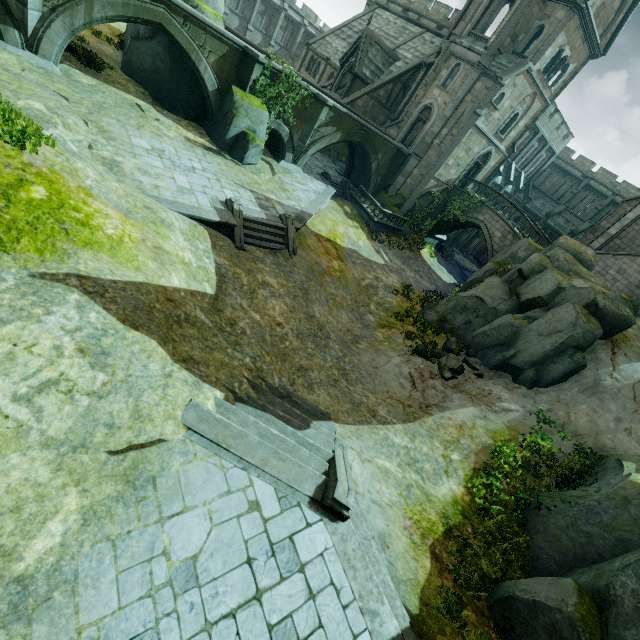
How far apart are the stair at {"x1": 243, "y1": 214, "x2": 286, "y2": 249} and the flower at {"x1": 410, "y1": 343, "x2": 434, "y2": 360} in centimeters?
794cm

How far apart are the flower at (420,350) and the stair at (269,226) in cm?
794

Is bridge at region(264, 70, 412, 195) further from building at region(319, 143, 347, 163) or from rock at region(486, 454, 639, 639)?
rock at region(486, 454, 639, 639)

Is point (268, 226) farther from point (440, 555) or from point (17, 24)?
point (440, 555)

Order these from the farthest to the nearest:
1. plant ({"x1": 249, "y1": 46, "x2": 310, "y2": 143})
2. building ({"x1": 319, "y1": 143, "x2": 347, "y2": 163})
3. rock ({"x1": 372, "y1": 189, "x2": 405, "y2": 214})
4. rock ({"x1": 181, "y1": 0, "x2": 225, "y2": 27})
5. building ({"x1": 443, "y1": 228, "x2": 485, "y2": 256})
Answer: building ({"x1": 443, "y1": 228, "x2": 485, "y2": 256}), building ({"x1": 319, "y1": 143, "x2": 347, "y2": 163}), rock ({"x1": 372, "y1": 189, "x2": 405, "y2": 214}), plant ({"x1": 249, "y1": 46, "x2": 310, "y2": 143}), rock ({"x1": 181, "y1": 0, "x2": 225, "y2": 27})

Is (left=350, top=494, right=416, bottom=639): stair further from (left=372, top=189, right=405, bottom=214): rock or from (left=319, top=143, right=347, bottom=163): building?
(left=372, top=189, right=405, bottom=214): rock

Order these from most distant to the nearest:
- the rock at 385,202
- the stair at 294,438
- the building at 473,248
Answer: the building at 473,248 < the rock at 385,202 < the stair at 294,438

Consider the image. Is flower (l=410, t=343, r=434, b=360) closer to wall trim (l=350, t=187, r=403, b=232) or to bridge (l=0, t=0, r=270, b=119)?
wall trim (l=350, t=187, r=403, b=232)
